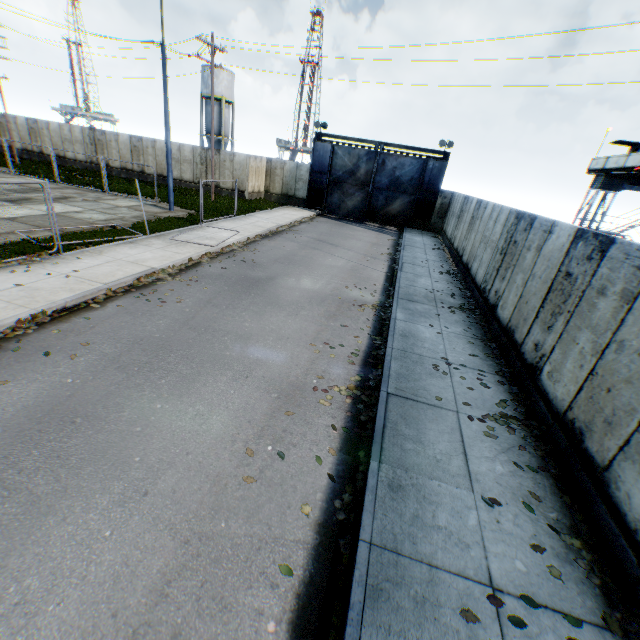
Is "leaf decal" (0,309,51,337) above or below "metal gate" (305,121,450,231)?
below

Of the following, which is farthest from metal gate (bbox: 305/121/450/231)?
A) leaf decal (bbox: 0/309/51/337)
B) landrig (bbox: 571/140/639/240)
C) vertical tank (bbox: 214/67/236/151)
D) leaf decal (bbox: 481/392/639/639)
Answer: leaf decal (bbox: 0/309/51/337)

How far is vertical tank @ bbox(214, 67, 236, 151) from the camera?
40.28m

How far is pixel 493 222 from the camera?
12.3 meters

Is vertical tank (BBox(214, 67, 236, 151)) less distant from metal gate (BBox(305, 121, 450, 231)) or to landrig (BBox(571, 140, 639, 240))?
metal gate (BBox(305, 121, 450, 231))

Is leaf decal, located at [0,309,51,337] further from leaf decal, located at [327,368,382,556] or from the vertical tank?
the vertical tank

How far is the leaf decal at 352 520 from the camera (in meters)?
3.87

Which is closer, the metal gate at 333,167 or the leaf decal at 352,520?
the leaf decal at 352,520
